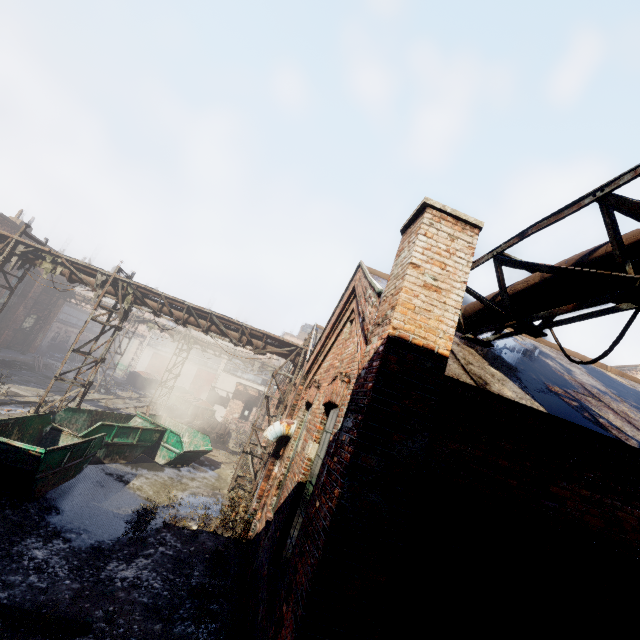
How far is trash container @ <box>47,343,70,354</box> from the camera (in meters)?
35.88

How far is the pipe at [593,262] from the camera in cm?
314

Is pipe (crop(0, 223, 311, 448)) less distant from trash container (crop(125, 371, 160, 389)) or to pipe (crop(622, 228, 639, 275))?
pipe (crop(622, 228, 639, 275))

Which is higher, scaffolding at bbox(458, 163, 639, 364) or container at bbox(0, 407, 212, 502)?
scaffolding at bbox(458, 163, 639, 364)

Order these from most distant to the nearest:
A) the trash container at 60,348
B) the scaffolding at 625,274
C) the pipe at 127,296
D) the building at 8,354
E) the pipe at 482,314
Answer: the trash container at 60,348, the building at 8,354, the pipe at 127,296, the pipe at 482,314, the scaffolding at 625,274

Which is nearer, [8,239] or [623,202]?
[623,202]

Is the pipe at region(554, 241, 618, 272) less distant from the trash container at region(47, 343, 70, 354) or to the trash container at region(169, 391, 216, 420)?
the trash container at region(169, 391, 216, 420)

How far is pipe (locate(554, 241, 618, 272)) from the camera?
3.1 meters
